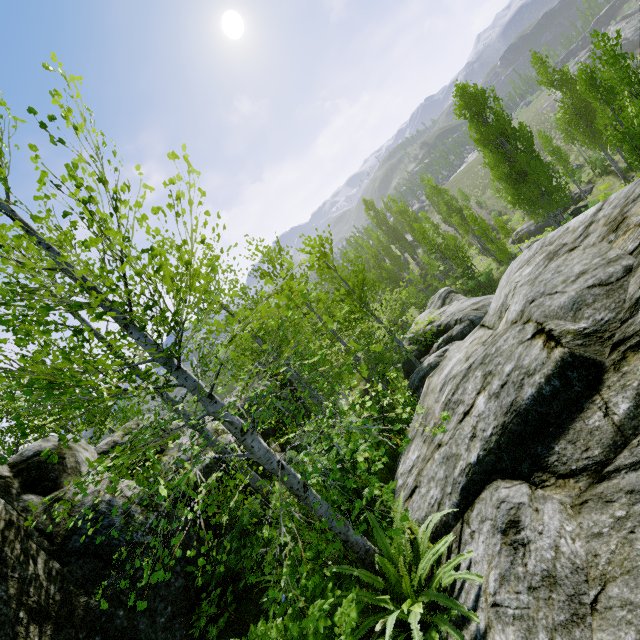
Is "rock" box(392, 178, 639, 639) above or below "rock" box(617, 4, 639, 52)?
above

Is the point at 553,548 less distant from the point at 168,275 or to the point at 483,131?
the point at 168,275

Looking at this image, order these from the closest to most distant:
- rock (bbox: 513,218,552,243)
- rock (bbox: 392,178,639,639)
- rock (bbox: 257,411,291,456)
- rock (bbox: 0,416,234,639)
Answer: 1. rock (bbox: 392,178,639,639)
2. rock (bbox: 0,416,234,639)
3. rock (bbox: 257,411,291,456)
4. rock (bbox: 513,218,552,243)

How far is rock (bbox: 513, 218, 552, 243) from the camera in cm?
3247

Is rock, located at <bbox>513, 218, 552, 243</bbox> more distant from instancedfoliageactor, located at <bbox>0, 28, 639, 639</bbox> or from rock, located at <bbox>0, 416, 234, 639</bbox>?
rock, located at <bbox>0, 416, 234, 639</bbox>

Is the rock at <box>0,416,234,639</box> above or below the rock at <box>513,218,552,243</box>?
above

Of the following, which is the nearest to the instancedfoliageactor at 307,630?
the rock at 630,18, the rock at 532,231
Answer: the rock at 630,18
